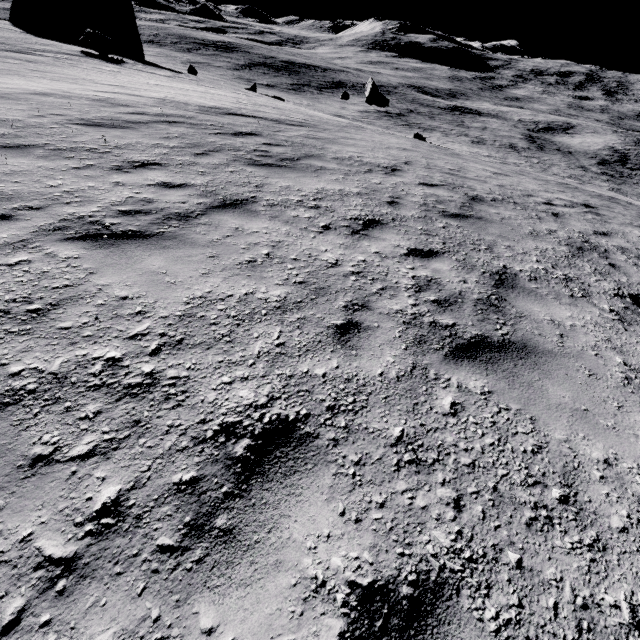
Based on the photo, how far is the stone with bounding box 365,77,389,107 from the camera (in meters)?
30.62

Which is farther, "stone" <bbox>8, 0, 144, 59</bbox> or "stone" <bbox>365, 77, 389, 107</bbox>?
"stone" <bbox>365, 77, 389, 107</bbox>

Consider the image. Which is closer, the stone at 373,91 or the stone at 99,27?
the stone at 99,27

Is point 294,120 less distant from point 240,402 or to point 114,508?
point 240,402

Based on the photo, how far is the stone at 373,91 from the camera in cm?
3062
